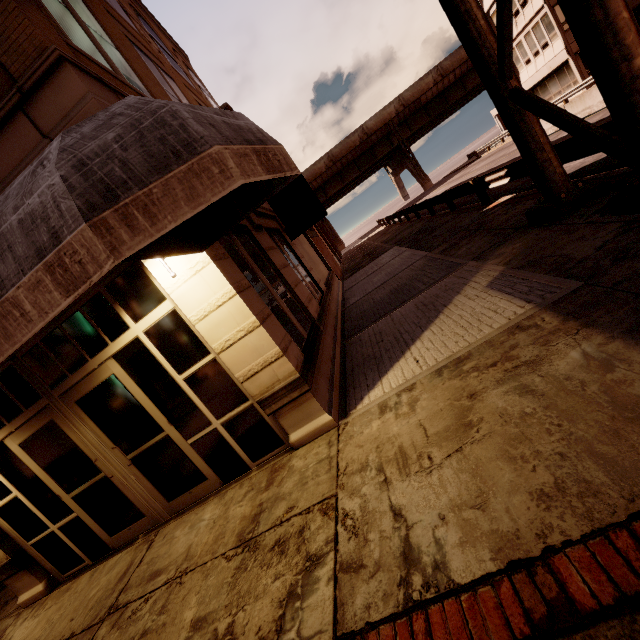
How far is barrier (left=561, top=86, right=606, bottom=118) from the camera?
14.2m

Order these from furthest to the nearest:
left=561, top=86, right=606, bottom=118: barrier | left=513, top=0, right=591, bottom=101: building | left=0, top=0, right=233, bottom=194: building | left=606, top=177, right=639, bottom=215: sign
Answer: left=513, top=0, right=591, bottom=101: building < left=561, top=86, right=606, bottom=118: barrier < left=606, top=177, right=639, bottom=215: sign < left=0, top=0, right=233, bottom=194: building

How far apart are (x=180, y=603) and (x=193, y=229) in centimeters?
407cm

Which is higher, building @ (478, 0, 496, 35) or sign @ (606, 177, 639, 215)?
building @ (478, 0, 496, 35)

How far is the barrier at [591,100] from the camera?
14.23m

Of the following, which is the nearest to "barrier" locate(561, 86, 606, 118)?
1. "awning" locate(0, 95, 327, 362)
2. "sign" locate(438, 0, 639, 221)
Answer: "sign" locate(438, 0, 639, 221)

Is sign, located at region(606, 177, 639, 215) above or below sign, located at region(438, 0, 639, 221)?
below

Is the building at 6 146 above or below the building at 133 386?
above
